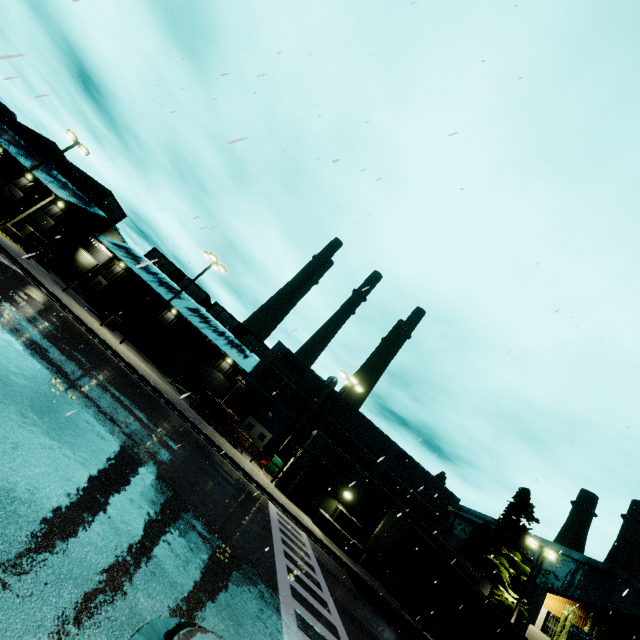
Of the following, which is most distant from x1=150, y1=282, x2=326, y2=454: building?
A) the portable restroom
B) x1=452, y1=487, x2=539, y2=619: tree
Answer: the portable restroom

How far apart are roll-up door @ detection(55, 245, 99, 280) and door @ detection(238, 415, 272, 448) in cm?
2712

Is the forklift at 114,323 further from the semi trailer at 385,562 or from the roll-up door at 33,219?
the roll-up door at 33,219

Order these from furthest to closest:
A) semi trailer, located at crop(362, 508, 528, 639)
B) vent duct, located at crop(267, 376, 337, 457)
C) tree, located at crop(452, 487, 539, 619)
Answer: vent duct, located at crop(267, 376, 337, 457)
tree, located at crop(452, 487, 539, 619)
semi trailer, located at crop(362, 508, 528, 639)

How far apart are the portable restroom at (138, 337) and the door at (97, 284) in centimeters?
1031cm

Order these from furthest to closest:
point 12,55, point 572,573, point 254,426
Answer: point 572,573
point 254,426
point 12,55

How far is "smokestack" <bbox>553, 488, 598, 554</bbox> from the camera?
47.4 meters

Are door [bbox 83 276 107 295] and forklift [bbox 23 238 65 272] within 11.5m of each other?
yes
